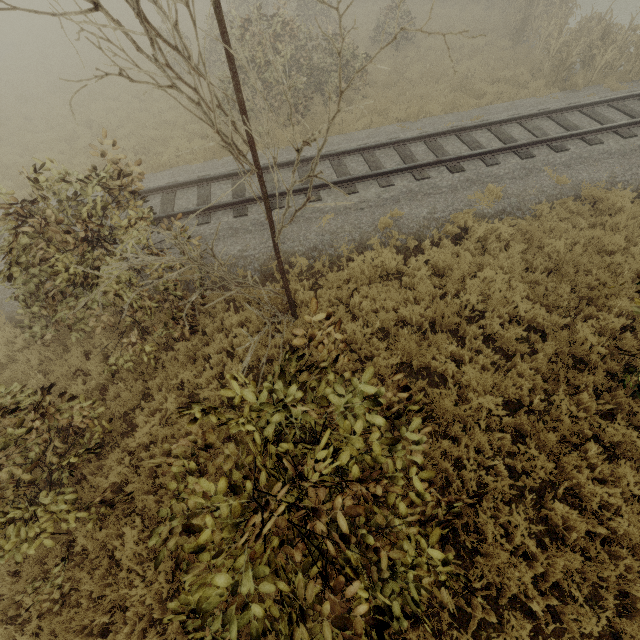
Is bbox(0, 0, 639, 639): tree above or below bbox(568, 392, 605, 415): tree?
above

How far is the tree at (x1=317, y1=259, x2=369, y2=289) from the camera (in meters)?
7.43

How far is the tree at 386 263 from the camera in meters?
7.5

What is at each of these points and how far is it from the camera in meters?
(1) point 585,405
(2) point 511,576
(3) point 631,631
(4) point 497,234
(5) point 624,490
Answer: (1) tree, 5.4
(2) tree, 4.1
(3) tree, 3.9
(4) tree, 8.0
(5) tree, 4.7

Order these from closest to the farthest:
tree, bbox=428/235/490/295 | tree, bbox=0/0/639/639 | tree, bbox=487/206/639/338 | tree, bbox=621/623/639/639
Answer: tree, bbox=0/0/639/639
tree, bbox=621/623/639/639
tree, bbox=487/206/639/338
tree, bbox=428/235/490/295

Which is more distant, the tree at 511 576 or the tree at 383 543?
the tree at 511 576
